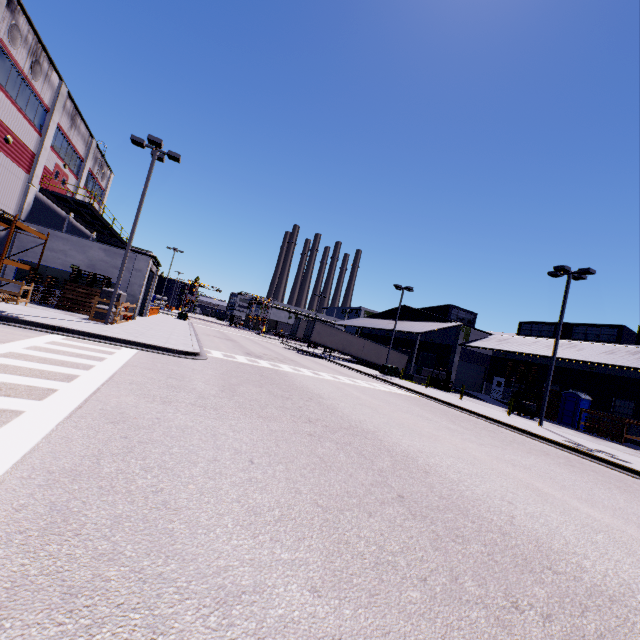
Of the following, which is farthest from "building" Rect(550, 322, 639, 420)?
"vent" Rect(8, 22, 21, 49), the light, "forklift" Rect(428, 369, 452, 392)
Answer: the light

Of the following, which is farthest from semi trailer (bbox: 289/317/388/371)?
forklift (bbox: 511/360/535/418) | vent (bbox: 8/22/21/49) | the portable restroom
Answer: vent (bbox: 8/22/21/49)

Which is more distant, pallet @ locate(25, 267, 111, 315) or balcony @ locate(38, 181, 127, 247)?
balcony @ locate(38, 181, 127, 247)

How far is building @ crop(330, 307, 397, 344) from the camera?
46.16m

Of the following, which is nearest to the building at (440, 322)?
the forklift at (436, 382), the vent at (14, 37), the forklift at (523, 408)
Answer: the vent at (14, 37)

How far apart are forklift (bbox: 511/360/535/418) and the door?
39.15m

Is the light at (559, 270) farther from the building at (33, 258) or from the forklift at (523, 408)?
the forklift at (523, 408)

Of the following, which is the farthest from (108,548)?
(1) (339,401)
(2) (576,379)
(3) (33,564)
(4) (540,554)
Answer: (2) (576,379)
